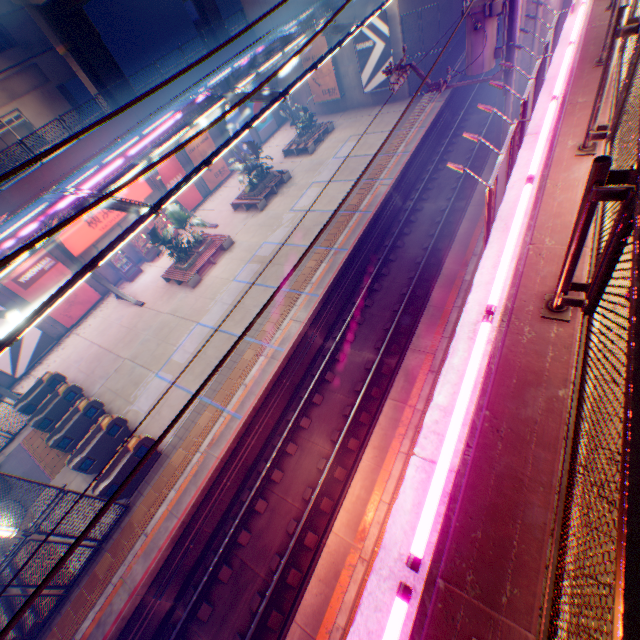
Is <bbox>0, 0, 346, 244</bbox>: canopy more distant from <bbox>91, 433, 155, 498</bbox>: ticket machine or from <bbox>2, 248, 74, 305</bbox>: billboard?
<bbox>91, 433, 155, 498</bbox>: ticket machine

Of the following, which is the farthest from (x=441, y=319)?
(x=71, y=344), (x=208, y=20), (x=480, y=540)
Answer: (x=208, y=20)

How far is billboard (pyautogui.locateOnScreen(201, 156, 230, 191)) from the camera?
24.92m

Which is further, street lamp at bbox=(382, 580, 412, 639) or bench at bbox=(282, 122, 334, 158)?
bench at bbox=(282, 122, 334, 158)

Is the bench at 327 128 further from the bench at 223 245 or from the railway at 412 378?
the bench at 223 245

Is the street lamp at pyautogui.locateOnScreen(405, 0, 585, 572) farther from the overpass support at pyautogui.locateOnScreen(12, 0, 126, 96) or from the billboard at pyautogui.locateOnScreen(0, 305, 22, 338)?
the billboard at pyautogui.locateOnScreen(0, 305, 22, 338)

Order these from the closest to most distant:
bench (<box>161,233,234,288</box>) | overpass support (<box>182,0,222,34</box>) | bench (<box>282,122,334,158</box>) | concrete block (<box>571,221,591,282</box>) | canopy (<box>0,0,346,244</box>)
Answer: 1. concrete block (<box>571,221,591,282</box>)
2. canopy (<box>0,0,346,244</box>)
3. bench (<box>161,233,234,288</box>)
4. bench (<box>282,122,334,158</box>)
5. overpass support (<box>182,0,222,34</box>)

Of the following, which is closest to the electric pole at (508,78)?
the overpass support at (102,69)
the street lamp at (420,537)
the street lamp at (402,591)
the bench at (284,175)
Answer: the street lamp at (420,537)
